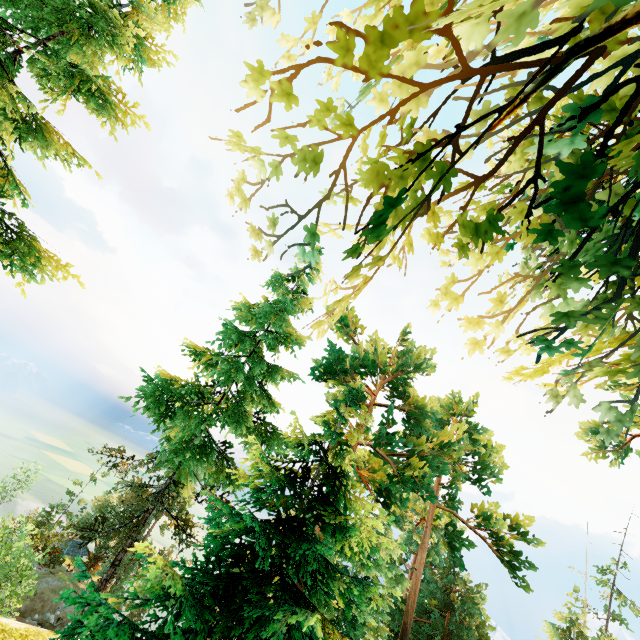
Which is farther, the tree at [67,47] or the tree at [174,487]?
the tree at [67,47]

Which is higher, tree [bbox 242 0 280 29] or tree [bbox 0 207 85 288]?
tree [bbox 242 0 280 29]

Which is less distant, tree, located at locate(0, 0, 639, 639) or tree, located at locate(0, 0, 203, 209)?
tree, located at locate(0, 0, 639, 639)

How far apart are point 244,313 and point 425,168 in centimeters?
1557cm

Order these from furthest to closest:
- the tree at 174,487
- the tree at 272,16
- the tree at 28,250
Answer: the tree at 28,250, the tree at 272,16, the tree at 174,487

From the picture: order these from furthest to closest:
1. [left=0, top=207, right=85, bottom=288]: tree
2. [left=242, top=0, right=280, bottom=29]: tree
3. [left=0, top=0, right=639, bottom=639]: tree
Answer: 1. [left=0, top=207, right=85, bottom=288]: tree
2. [left=242, top=0, right=280, bottom=29]: tree
3. [left=0, top=0, right=639, bottom=639]: tree
